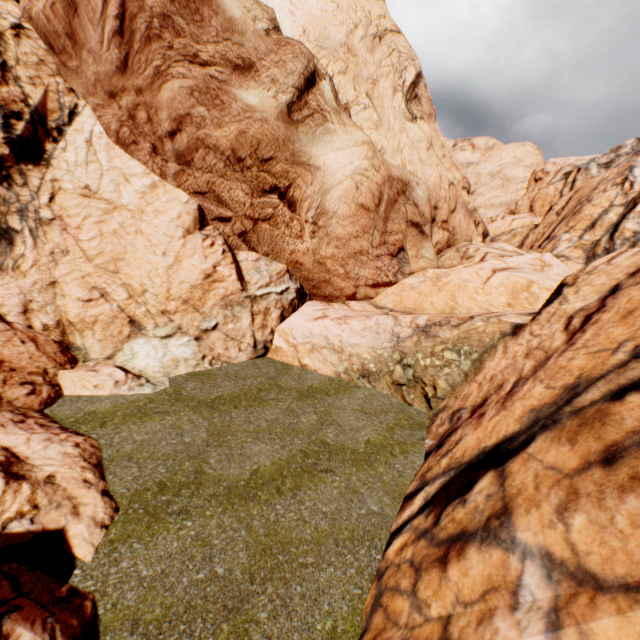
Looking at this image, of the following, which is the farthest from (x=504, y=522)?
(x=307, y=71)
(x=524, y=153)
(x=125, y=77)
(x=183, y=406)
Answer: (x=524, y=153)
